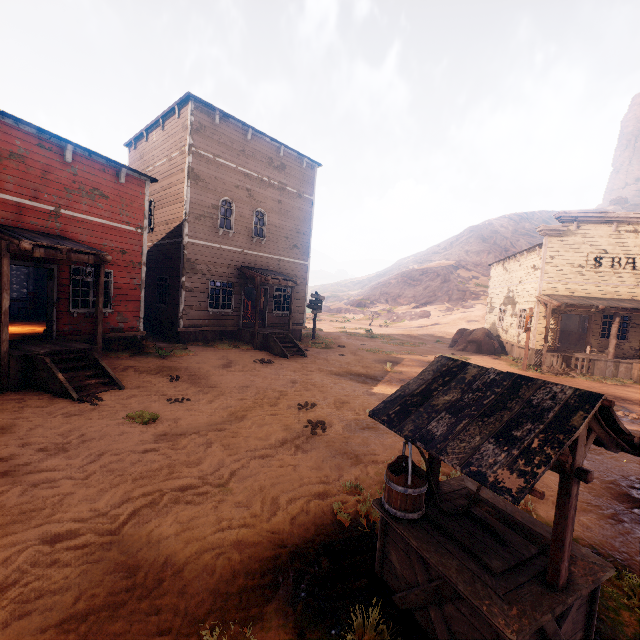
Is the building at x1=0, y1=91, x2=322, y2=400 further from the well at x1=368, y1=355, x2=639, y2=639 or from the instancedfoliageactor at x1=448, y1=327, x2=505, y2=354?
the well at x1=368, y1=355, x2=639, y2=639

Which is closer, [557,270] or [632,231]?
[632,231]

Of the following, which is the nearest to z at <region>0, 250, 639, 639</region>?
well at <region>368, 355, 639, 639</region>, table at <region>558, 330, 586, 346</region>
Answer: well at <region>368, 355, 639, 639</region>

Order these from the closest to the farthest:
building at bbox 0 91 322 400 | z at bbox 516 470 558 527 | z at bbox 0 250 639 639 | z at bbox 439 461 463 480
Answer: z at bbox 0 250 639 639 → z at bbox 516 470 558 527 → z at bbox 439 461 463 480 → building at bbox 0 91 322 400

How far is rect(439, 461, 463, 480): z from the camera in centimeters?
537cm

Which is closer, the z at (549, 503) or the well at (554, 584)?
the well at (554, 584)

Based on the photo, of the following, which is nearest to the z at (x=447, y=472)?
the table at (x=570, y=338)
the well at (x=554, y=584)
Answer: the well at (x=554, y=584)

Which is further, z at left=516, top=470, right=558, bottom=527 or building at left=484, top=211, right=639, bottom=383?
building at left=484, top=211, right=639, bottom=383
